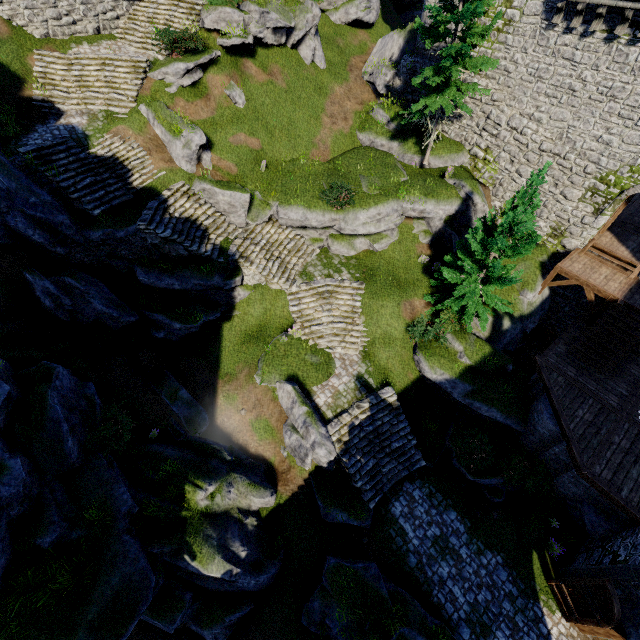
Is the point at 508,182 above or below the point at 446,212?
above

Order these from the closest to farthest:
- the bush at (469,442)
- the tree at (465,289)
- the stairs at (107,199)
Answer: the tree at (465,289), the stairs at (107,199), the bush at (469,442)

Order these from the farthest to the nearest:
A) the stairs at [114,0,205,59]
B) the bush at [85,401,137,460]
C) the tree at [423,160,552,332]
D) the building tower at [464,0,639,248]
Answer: the stairs at [114,0,205,59] < the building tower at [464,0,639,248] < the tree at [423,160,552,332] < the bush at [85,401,137,460]

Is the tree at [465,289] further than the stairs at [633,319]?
No

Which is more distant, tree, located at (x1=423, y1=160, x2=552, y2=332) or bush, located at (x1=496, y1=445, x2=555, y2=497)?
bush, located at (x1=496, y1=445, x2=555, y2=497)

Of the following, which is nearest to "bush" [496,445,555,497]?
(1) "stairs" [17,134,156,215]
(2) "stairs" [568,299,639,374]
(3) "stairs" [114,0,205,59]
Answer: (2) "stairs" [568,299,639,374]

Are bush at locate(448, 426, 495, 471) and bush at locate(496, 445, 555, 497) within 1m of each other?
yes

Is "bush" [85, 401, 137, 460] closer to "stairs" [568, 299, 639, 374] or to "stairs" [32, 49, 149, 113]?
"stairs" [32, 49, 149, 113]
